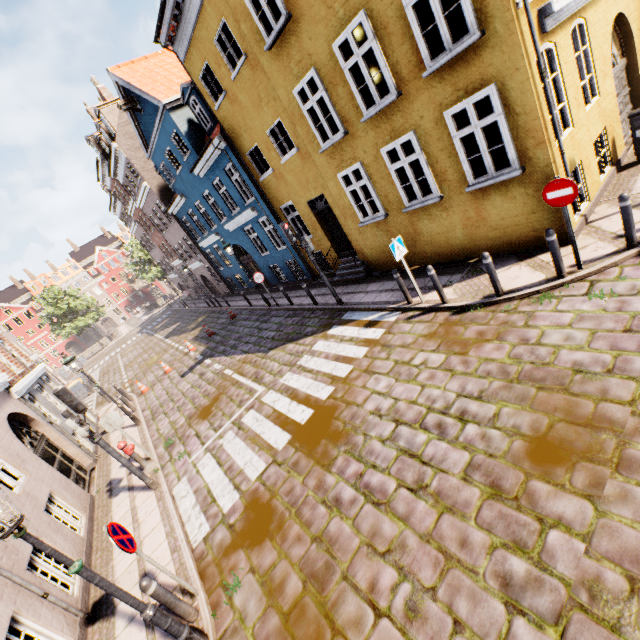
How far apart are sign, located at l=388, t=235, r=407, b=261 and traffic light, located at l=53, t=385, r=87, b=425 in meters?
8.1

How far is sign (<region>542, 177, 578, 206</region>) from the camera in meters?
5.6

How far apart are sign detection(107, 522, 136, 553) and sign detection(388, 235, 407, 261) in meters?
7.4 m

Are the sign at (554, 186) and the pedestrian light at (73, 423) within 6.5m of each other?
no

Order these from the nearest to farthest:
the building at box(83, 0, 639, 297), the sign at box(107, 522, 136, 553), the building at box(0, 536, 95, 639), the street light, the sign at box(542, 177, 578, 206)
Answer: the street light
the sign at box(107, 522, 136, 553)
the building at box(0, 536, 95, 639)
the sign at box(542, 177, 578, 206)
the building at box(83, 0, 639, 297)

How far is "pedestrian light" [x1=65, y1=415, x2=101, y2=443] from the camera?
7.1m

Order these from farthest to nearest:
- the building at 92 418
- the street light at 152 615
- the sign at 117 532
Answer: the building at 92 418 → the sign at 117 532 → the street light at 152 615

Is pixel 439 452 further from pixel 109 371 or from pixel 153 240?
pixel 153 240
